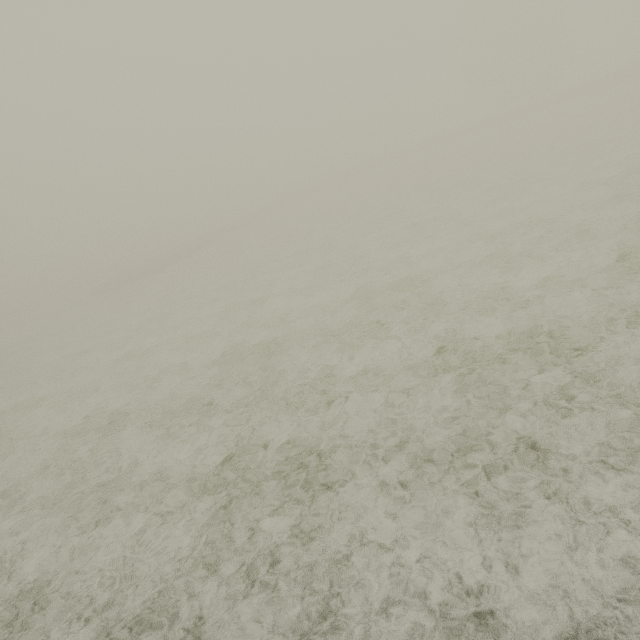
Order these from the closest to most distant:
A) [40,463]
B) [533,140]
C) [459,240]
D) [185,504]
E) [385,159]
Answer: [185,504] < [40,463] < [459,240] < [533,140] < [385,159]
